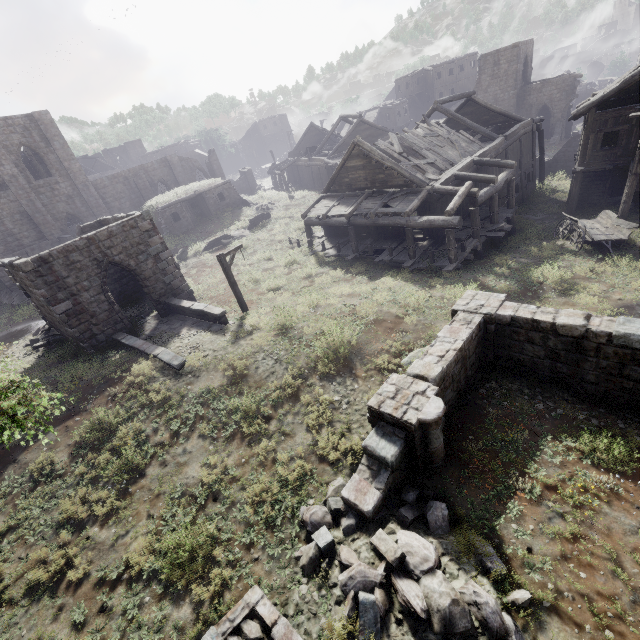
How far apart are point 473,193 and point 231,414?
15.6 meters

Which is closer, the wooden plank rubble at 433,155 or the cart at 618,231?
the cart at 618,231

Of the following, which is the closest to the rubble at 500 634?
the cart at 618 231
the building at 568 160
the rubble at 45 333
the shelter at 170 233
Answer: the building at 568 160

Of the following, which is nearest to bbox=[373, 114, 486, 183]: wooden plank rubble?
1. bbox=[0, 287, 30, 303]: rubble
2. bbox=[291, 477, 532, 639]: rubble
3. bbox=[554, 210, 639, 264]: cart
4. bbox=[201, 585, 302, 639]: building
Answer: bbox=[554, 210, 639, 264]: cart

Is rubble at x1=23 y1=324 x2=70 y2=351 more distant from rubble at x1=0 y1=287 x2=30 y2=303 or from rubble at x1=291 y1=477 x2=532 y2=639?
rubble at x1=291 y1=477 x2=532 y2=639

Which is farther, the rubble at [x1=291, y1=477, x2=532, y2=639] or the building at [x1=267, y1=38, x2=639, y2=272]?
the building at [x1=267, y1=38, x2=639, y2=272]

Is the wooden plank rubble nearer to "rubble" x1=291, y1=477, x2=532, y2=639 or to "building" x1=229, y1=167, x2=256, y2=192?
"building" x1=229, y1=167, x2=256, y2=192

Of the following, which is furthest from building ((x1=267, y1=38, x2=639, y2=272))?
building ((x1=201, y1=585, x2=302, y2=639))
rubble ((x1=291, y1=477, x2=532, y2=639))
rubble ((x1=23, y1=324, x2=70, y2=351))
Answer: building ((x1=201, y1=585, x2=302, y2=639))
